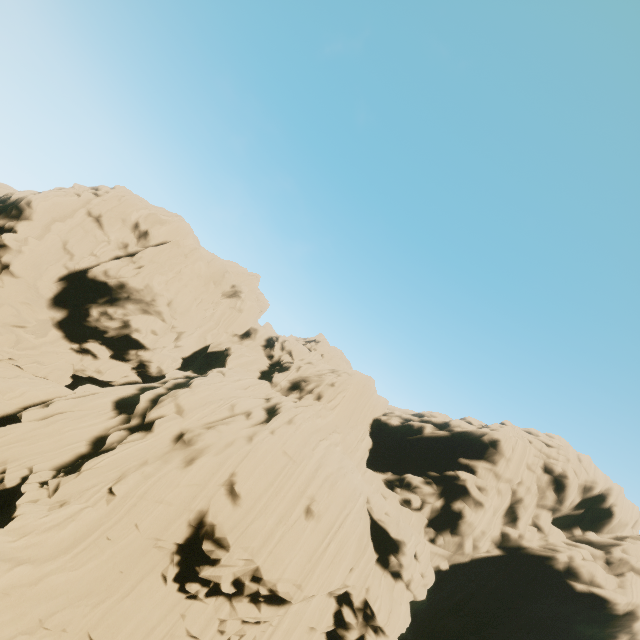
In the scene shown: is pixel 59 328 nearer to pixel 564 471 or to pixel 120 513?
pixel 120 513
